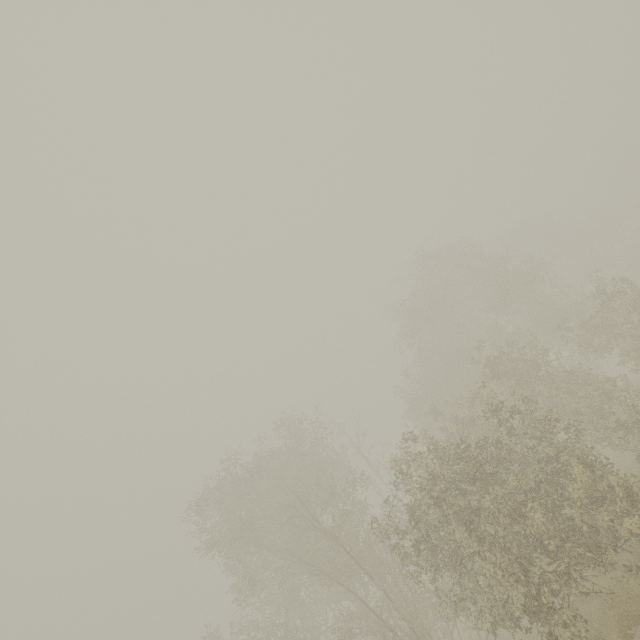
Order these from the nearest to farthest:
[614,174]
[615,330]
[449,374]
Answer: [449,374] → [615,330] → [614,174]
